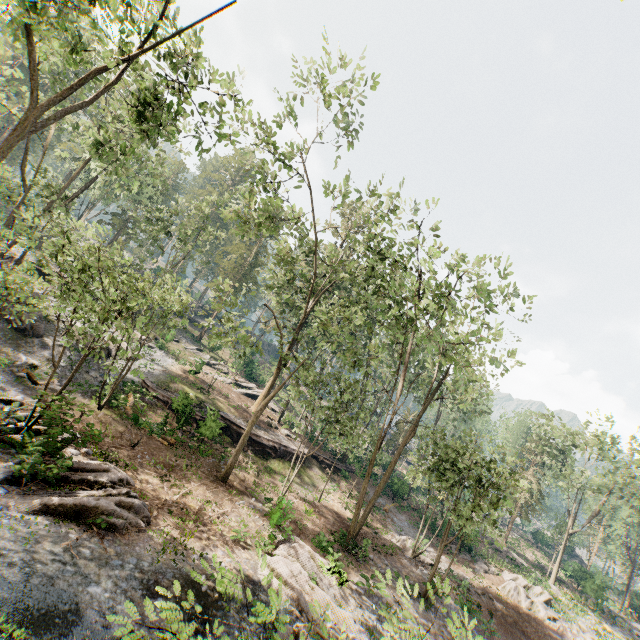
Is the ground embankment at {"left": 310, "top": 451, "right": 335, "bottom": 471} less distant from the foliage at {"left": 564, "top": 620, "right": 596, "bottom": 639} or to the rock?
the foliage at {"left": 564, "top": 620, "right": 596, "bottom": 639}

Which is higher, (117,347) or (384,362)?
(384,362)

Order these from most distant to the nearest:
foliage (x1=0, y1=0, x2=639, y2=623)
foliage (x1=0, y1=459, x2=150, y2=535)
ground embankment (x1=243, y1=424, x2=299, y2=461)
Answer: ground embankment (x1=243, y1=424, x2=299, y2=461)
foliage (x1=0, y1=0, x2=639, y2=623)
foliage (x1=0, y1=459, x2=150, y2=535)

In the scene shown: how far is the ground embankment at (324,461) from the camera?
31.7m

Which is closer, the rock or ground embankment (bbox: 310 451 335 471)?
the rock

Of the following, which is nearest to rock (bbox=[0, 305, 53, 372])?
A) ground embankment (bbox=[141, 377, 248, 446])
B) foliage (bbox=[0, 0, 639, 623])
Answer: foliage (bbox=[0, 0, 639, 623])

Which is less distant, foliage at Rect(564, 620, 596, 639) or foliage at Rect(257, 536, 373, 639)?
foliage at Rect(257, 536, 373, 639)
